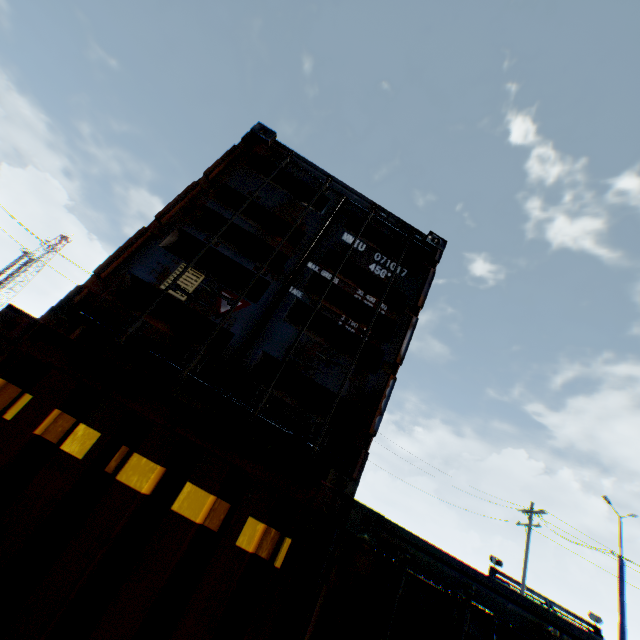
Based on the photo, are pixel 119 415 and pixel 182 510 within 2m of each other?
yes
